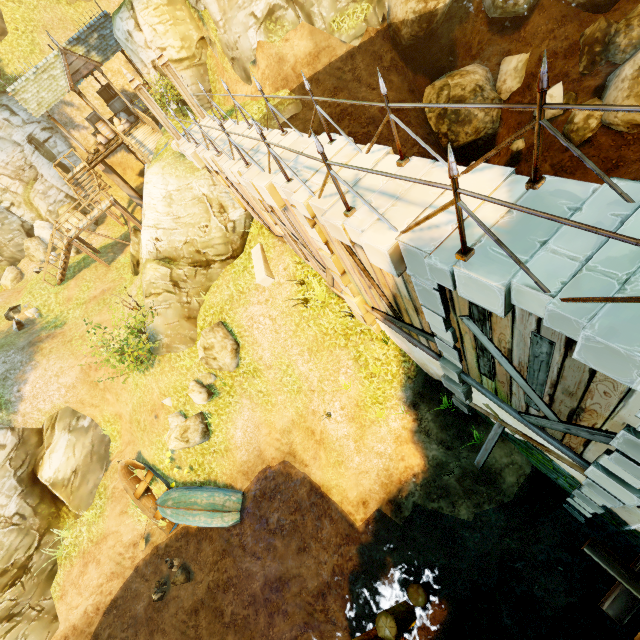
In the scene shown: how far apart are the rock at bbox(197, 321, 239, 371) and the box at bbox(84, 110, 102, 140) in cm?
1769

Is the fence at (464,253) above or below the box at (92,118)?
below

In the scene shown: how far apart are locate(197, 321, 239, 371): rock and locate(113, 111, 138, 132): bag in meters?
16.9 m

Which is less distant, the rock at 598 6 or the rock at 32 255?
the rock at 598 6

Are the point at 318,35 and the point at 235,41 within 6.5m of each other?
yes

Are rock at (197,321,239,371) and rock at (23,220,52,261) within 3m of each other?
no

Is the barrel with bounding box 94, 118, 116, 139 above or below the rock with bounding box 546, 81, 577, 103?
above

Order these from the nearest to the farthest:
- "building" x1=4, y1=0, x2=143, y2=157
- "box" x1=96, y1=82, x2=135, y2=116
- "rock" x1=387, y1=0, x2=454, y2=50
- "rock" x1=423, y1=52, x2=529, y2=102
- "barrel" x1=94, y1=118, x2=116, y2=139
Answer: "rock" x1=387, y1=0, x2=454, y2=50 → "rock" x1=423, y1=52, x2=529, y2=102 → "building" x1=4, y1=0, x2=143, y2=157 → "barrel" x1=94, y1=118, x2=116, y2=139 → "box" x1=96, y1=82, x2=135, y2=116
